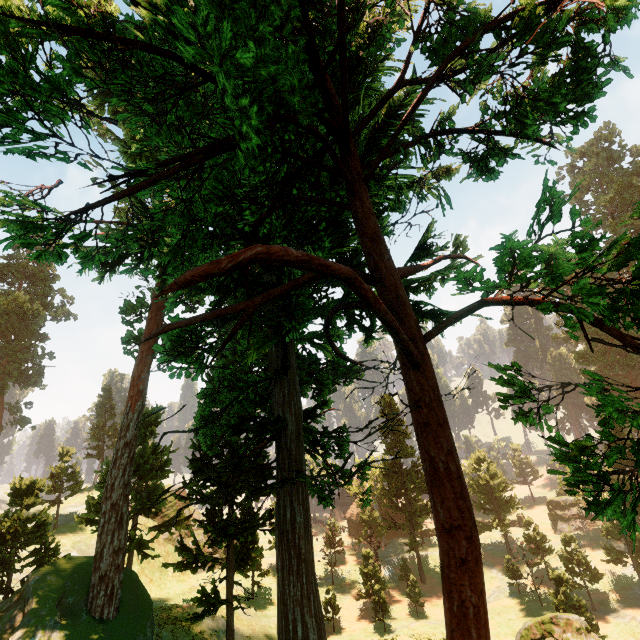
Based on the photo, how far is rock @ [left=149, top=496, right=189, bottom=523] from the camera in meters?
43.1 m

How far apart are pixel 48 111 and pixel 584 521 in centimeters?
6698cm

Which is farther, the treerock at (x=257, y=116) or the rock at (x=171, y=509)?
the rock at (x=171, y=509)

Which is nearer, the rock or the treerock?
the treerock

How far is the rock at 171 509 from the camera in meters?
43.1 m
